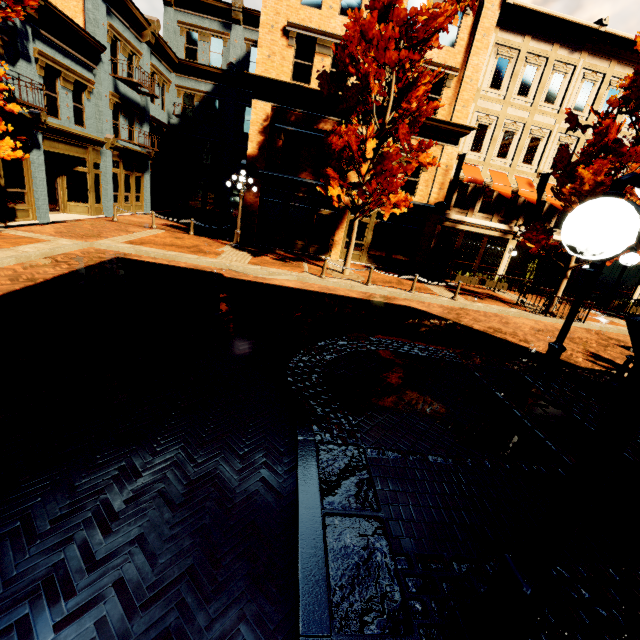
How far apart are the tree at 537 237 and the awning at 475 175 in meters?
4.3 m

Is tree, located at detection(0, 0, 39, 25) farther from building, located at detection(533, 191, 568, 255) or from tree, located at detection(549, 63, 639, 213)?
tree, located at detection(549, 63, 639, 213)

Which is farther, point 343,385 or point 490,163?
point 490,163

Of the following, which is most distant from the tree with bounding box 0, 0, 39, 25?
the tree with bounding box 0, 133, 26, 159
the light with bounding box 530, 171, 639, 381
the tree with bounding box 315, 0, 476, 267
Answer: the light with bounding box 530, 171, 639, 381

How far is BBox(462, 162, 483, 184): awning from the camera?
17.4 meters

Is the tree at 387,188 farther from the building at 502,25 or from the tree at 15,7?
the tree at 15,7

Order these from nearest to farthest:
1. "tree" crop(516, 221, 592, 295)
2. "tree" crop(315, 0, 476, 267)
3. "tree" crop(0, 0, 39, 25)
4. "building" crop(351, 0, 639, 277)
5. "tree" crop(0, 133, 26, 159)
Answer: "tree" crop(0, 0, 39, 25) → "tree" crop(0, 133, 26, 159) → "tree" crop(315, 0, 476, 267) → "tree" crop(516, 221, 592, 295) → "building" crop(351, 0, 639, 277)

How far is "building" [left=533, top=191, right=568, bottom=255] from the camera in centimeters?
1917cm
